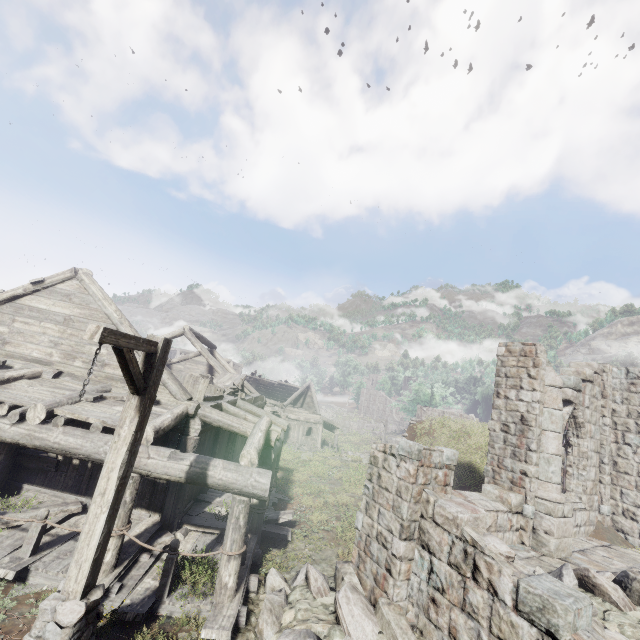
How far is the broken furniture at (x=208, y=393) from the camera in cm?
1023

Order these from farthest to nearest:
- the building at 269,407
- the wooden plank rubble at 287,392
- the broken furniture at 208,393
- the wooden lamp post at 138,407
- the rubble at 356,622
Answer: the wooden plank rubble at 287,392 → the broken furniture at 208,393 → the building at 269,407 → the rubble at 356,622 → the wooden lamp post at 138,407

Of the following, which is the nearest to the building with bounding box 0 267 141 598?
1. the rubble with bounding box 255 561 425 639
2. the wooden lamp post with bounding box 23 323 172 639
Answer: the rubble with bounding box 255 561 425 639

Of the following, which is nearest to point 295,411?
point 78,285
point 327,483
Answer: point 327,483

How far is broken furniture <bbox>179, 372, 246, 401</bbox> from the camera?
10.2m

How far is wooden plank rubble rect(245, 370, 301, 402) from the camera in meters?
35.7 m

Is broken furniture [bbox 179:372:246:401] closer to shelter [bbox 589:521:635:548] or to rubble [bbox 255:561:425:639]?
rubble [bbox 255:561:425:639]
